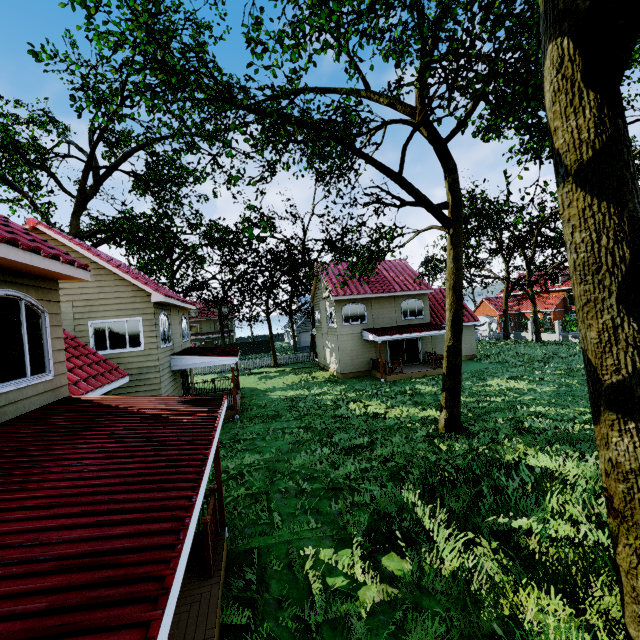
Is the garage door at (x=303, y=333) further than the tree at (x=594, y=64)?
Yes

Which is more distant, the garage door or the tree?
the garage door

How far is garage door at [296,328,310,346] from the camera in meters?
51.9 m

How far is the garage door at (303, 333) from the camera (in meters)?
51.88

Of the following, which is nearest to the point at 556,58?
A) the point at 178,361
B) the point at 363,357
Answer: the point at 178,361
